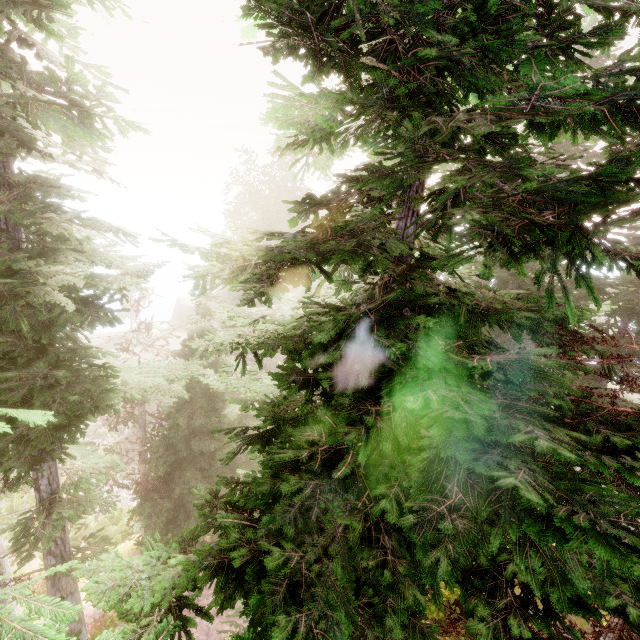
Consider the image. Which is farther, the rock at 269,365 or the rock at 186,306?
the rock at 186,306

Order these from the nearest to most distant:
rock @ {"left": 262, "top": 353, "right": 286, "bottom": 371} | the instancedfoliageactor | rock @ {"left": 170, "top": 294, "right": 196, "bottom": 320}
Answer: the instancedfoliageactor
rock @ {"left": 262, "top": 353, "right": 286, "bottom": 371}
rock @ {"left": 170, "top": 294, "right": 196, "bottom": 320}

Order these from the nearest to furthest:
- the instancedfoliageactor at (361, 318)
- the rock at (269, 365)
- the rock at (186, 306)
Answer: the instancedfoliageactor at (361, 318) < the rock at (269, 365) < the rock at (186, 306)

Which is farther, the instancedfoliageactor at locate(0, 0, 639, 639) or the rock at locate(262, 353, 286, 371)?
the rock at locate(262, 353, 286, 371)

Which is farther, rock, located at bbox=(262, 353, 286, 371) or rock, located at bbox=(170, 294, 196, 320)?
rock, located at bbox=(170, 294, 196, 320)

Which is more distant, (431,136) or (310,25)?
(431,136)

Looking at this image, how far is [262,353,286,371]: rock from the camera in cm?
3447
